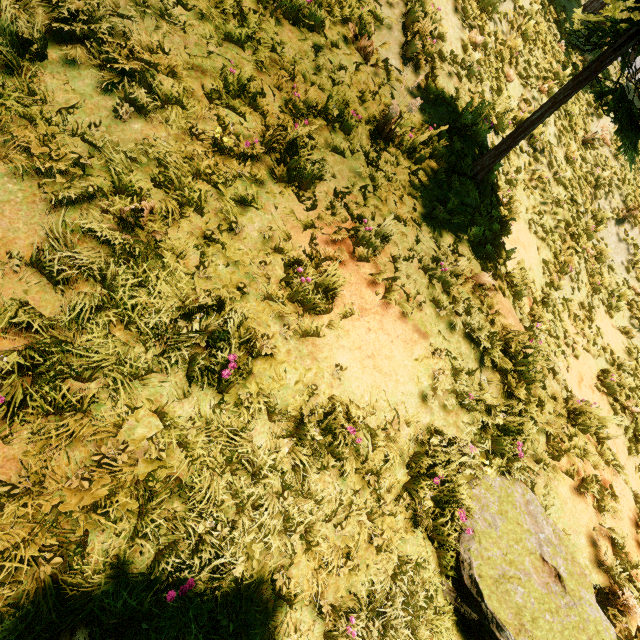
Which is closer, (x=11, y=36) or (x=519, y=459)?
(x=11, y=36)

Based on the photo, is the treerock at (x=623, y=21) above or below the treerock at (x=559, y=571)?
above

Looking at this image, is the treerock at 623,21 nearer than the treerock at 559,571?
No

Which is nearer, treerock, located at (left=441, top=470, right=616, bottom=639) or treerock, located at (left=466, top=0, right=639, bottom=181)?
treerock, located at (left=441, top=470, right=616, bottom=639)

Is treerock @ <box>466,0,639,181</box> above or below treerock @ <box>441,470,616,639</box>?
above
